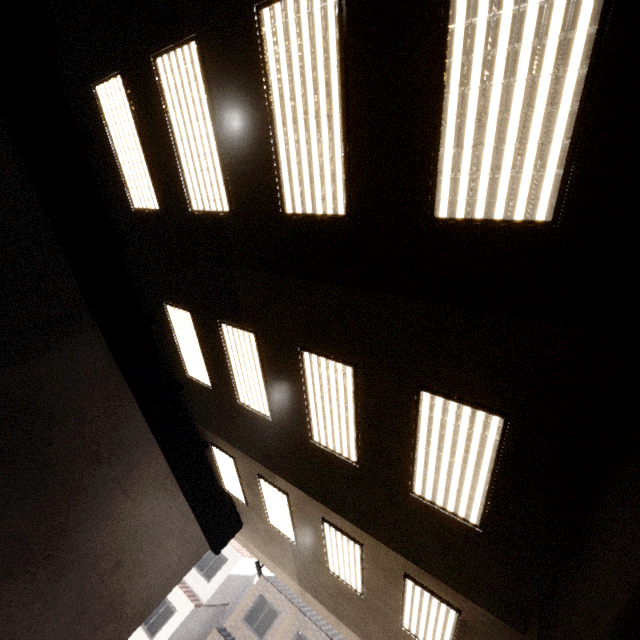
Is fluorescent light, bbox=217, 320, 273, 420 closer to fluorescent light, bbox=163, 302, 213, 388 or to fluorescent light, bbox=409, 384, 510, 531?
fluorescent light, bbox=163, 302, 213, 388

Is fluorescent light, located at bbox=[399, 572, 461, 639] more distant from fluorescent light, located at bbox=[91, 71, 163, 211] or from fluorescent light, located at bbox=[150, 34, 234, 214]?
fluorescent light, located at bbox=[91, 71, 163, 211]

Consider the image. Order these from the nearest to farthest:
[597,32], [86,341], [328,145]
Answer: [597,32]
[328,145]
[86,341]

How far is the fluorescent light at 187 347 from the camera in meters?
6.8 m

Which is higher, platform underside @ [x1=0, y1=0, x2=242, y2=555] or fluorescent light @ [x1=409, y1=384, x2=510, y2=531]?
fluorescent light @ [x1=409, y1=384, x2=510, y2=531]

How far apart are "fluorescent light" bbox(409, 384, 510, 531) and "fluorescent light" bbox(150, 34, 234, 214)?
3.46m

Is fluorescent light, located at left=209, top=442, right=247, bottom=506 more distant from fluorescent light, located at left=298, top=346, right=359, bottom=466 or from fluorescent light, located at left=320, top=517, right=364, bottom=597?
fluorescent light, located at left=298, top=346, right=359, bottom=466

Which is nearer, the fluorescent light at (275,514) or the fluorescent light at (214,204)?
the fluorescent light at (214,204)
